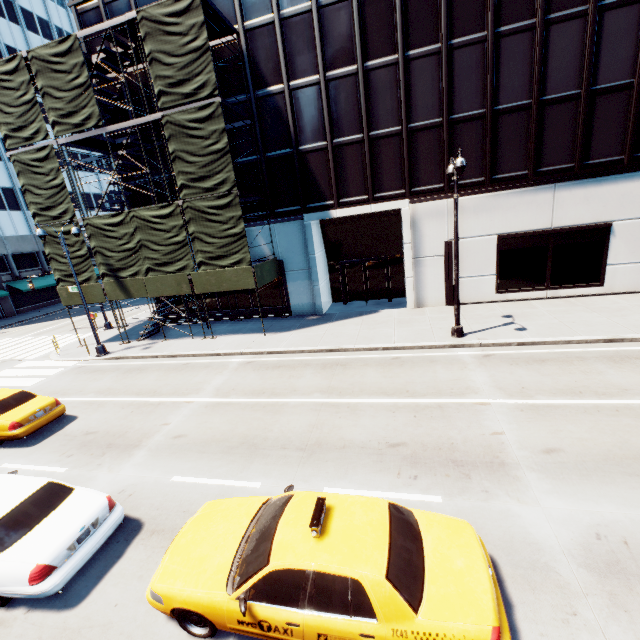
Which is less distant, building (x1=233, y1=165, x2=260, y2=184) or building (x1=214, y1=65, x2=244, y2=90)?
building (x1=214, y1=65, x2=244, y2=90)

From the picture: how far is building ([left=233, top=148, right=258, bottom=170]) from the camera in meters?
18.8 m

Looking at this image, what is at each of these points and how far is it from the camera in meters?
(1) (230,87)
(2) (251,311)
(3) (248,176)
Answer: (1) building, 17.9 m
(2) building, 21.8 m
(3) building, 19.2 m

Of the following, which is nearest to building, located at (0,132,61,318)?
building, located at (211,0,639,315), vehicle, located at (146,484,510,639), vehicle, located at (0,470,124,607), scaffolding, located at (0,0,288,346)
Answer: scaffolding, located at (0,0,288,346)

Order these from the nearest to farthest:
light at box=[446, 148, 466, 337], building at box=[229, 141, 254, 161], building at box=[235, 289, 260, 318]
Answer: light at box=[446, 148, 466, 337]
building at box=[229, 141, 254, 161]
building at box=[235, 289, 260, 318]

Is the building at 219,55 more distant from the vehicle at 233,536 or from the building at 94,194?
the building at 94,194

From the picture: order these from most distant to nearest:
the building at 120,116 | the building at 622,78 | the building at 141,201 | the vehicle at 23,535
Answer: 1. the building at 141,201
2. the building at 120,116
3. the building at 622,78
4. the vehicle at 23,535

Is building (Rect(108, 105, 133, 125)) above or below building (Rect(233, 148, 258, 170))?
above
